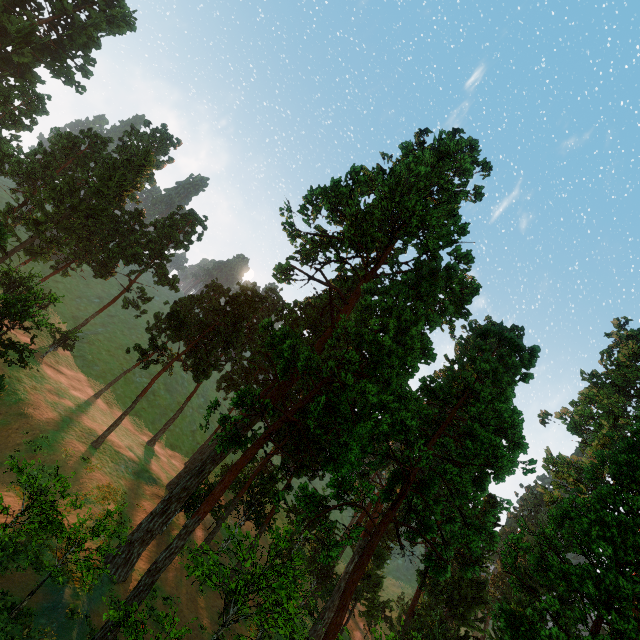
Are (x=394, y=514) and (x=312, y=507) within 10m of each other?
yes

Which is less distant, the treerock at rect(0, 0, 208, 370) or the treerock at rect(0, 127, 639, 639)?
the treerock at rect(0, 127, 639, 639)

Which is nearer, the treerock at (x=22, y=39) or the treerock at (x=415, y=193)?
the treerock at (x=415, y=193)
